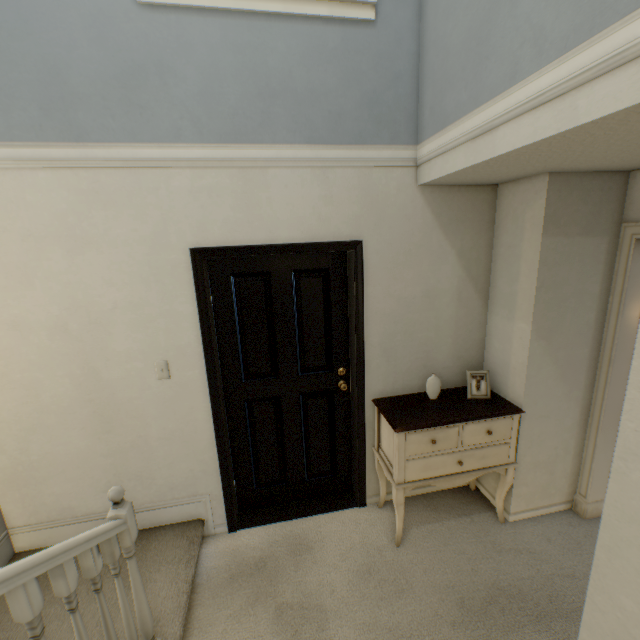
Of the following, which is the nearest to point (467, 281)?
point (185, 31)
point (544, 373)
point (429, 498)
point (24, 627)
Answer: point (544, 373)

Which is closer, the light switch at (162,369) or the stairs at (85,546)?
the stairs at (85,546)

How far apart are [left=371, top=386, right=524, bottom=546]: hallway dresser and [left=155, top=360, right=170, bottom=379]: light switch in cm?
148

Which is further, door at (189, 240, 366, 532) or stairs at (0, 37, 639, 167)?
door at (189, 240, 366, 532)

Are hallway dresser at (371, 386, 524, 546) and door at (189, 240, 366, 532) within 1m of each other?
yes

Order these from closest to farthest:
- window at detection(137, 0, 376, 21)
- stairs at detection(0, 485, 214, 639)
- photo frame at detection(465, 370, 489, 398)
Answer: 1. stairs at detection(0, 485, 214, 639)
2. window at detection(137, 0, 376, 21)
3. photo frame at detection(465, 370, 489, 398)

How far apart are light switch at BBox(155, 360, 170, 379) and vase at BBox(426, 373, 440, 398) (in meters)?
1.84

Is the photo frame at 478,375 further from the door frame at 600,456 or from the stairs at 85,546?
the stairs at 85,546
